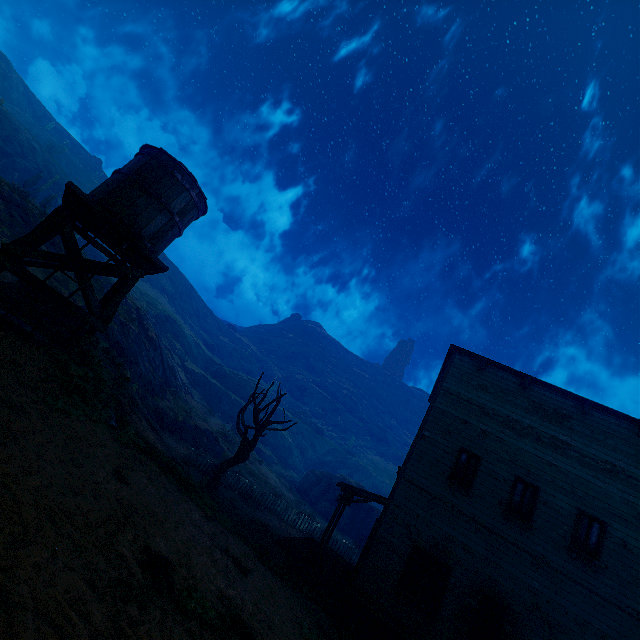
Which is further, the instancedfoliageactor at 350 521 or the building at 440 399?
the instancedfoliageactor at 350 521

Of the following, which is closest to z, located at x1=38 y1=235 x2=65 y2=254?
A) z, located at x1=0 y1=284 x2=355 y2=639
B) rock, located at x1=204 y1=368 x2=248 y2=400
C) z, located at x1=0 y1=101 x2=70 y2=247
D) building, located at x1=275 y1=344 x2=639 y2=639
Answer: building, located at x1=275 y1=344 x2=639 y2=639

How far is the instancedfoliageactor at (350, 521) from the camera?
34.75m

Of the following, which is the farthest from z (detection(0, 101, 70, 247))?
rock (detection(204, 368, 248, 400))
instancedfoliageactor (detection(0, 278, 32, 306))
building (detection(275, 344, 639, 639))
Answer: rock (detection(204, 368, 248, 400))

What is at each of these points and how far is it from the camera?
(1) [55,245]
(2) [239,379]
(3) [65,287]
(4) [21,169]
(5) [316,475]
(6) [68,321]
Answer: (1) z, 21.1 meters
(2) rock, 59.5 meters
(3) z, 18.5 meters
(4) z, 41.2 meters
(5) instancedfoliageactor, 42.4 meters
(6) instancedfoliageactor, 12.1 meters

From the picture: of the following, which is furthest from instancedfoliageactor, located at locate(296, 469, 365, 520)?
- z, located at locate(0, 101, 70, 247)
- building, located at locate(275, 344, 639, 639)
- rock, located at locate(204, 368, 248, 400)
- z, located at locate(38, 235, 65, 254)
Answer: rock, located at locate(204, 368, 248, 400)

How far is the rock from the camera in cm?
5797

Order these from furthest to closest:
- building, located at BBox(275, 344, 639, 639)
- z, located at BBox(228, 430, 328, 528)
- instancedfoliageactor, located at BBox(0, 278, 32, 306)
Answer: z, located at BBox(228, 430, 328, 528) < instancedfoliageactor, located at BBox(0, 278, 32, 306) < building, located at BBox(275, 344, 639, 639)
